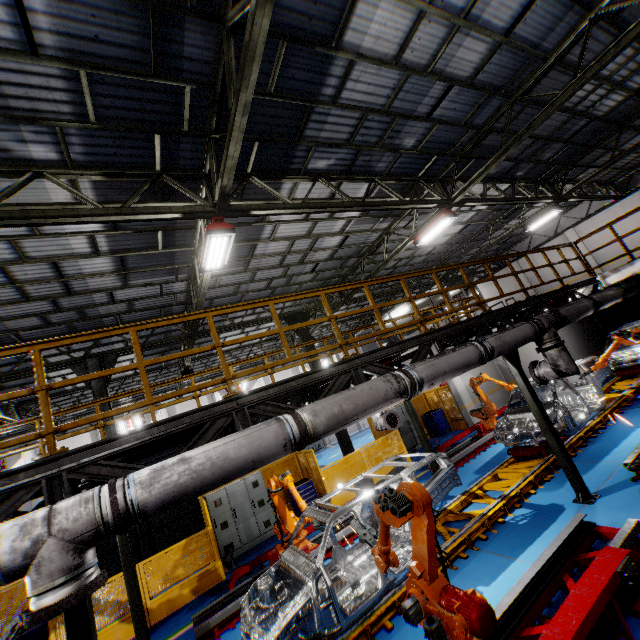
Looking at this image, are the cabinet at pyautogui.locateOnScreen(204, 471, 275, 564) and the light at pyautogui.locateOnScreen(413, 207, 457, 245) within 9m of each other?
no

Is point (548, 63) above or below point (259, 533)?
above

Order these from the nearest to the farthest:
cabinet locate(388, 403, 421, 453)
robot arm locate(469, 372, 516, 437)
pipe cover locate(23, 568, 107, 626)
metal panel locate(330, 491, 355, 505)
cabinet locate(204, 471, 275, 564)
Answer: pipe cover locate(23, 568, 107, 626)
cabinet locate(204, 471, 275, 564)
metal panel locate(330, 491, 355, 505)
robot arm locate(469, 372, 516, 437)
cabinet locate(388, 403, 421, 453)

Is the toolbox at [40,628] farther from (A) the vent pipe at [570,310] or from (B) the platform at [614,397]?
(A) the vent pipe at [570,310]

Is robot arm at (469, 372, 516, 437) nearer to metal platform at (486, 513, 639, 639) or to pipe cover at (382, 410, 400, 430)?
pipe cover at (382, 410, 400, 430)

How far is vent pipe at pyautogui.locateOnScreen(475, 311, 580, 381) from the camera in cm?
630

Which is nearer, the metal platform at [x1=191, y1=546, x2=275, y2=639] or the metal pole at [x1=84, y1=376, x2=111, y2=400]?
the metal platform at [x1=191, y1=546, x2=275, y2=639]

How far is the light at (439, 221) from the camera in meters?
10.5
